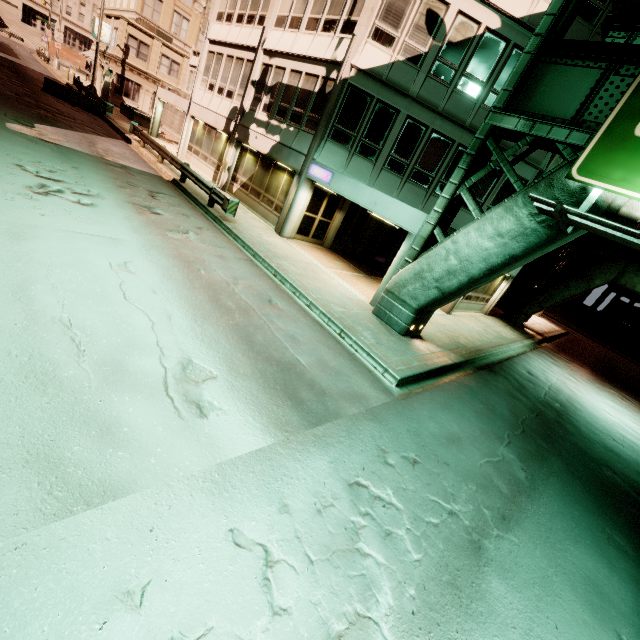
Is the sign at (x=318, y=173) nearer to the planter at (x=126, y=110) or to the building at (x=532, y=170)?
the building at (x=532, y=170)

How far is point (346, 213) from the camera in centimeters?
1805cm

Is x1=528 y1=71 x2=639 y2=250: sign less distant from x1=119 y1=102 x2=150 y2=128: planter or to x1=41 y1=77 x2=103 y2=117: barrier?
x1=41 y1=77 x2=103 y2=117: barrier

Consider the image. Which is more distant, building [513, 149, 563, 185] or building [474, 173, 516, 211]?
building [474, 173, 516, 211]

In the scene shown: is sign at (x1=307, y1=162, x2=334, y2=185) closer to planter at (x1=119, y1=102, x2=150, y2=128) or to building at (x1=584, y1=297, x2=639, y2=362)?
planter at (x1=119, y1=102, x2=150, y2=128)

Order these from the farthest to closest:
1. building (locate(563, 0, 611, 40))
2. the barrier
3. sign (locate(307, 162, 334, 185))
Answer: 1. the barrier
2. sign (locate(307, 162, 334, 185))
3. building (locate(563, 0, 611, 40))

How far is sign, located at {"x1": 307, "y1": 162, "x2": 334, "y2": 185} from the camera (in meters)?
13.59

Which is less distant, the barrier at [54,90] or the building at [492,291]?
the building at [492,291]
